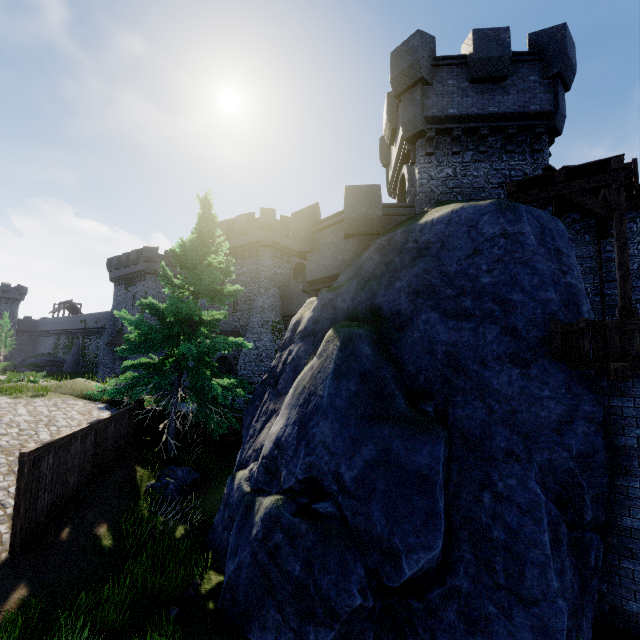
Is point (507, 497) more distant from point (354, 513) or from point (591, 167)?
point (591, 167)

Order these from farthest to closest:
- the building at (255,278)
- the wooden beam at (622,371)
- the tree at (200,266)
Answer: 1. the building at (255,278)
2. the tree at (200,266)
3. the wooden beam at (622,371)

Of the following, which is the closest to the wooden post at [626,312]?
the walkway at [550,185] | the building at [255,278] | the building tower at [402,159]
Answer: the walkway at [550,185]

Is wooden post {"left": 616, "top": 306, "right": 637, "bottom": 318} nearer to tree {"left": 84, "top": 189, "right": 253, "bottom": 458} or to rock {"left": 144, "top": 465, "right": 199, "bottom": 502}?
tree {"left": 84, "top": 189, "right": 253, "bottom": 458}

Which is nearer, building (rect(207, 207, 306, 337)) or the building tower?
the building tower

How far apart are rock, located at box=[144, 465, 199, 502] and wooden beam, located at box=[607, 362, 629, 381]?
11.70m

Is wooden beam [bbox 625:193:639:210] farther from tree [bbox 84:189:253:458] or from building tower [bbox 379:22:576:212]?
tree [bbox 84:189:253:458]

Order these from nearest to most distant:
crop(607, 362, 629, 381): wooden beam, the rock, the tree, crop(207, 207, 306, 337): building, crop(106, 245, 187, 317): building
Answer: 1. crop(607, 362, 629, 381): wooden beam
2. the rock
3. the tree
4. crop(207, 207, 306, 337): building
5. crop(106, 245, 187, 317): building
